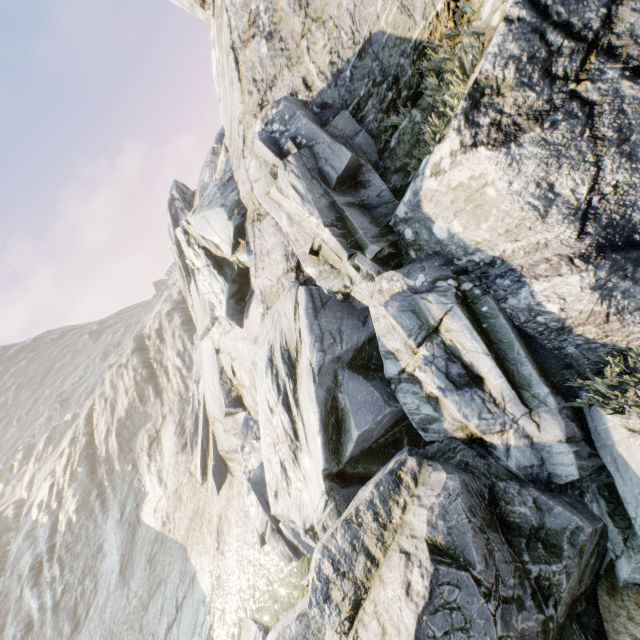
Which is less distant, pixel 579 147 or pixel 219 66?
pixel 579 147
